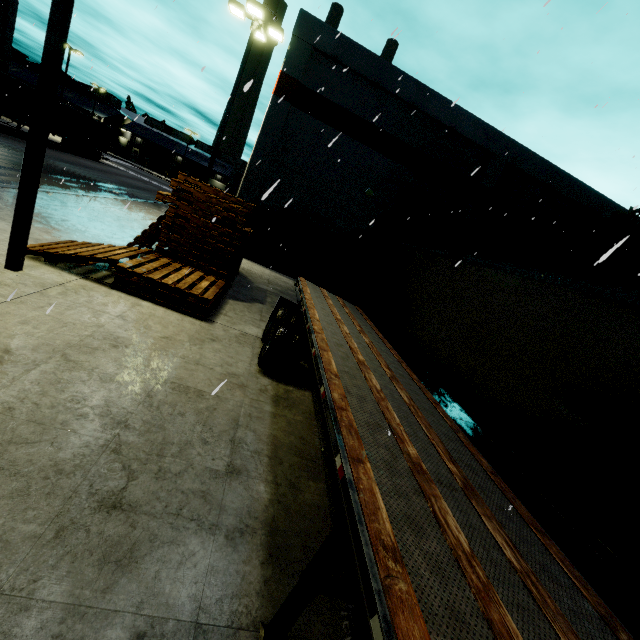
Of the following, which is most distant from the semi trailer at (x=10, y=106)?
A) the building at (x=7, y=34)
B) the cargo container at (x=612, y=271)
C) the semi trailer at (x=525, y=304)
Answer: the cargo container at (x=612, y=271)

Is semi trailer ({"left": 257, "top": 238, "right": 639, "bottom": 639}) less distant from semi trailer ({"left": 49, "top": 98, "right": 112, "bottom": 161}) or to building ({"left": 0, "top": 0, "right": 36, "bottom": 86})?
building ({"left": 0, "top": 0, "right": 36, "bottom": 86})

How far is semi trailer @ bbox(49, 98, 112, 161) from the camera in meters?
28.2

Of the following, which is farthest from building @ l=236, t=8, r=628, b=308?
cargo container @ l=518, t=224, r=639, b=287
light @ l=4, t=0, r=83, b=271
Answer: cargo container @ l=518, t=224, r=639, b=287

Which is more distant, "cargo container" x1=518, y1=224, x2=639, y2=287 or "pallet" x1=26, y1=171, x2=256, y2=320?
"cargo container" x1=518, y1=224, x2=639, y2=287

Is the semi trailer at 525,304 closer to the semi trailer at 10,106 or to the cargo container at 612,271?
the cargo container at 612,271

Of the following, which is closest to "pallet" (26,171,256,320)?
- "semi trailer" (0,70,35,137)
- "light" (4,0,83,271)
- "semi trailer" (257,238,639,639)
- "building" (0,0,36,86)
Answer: "building" (0,0,36,86)

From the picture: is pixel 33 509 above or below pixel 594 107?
below
